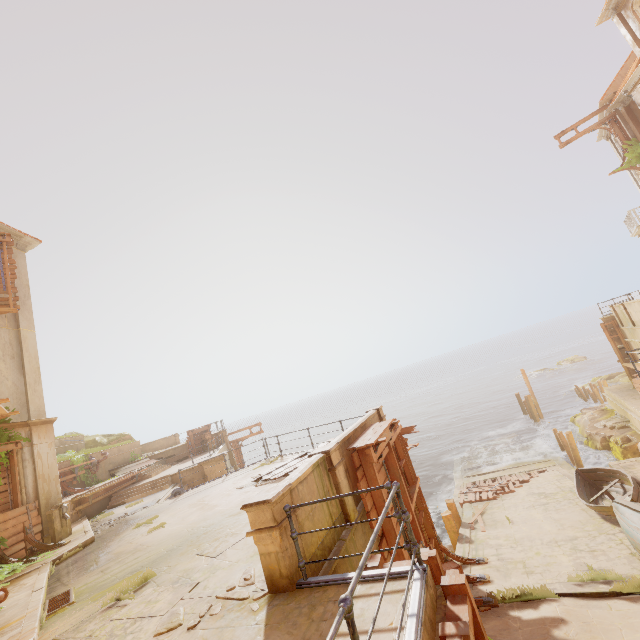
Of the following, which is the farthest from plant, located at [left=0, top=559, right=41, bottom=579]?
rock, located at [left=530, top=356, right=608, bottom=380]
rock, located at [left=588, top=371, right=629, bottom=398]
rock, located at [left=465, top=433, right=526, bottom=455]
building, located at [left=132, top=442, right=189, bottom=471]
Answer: rock, located at [left=530, top=356, right=608, bottom=380]

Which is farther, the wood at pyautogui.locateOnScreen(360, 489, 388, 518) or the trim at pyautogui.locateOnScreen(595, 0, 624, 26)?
the trim at pyautogui.locateOnScreen(595, 0, 624, 26)

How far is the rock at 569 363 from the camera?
53.7 meters

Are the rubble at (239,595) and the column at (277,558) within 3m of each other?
yes

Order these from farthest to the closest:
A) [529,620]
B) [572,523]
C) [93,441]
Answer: [93,441] < [572,523] < [529,620]

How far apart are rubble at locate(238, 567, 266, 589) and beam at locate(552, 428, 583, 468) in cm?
2243

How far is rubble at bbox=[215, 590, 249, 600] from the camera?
4.5m
